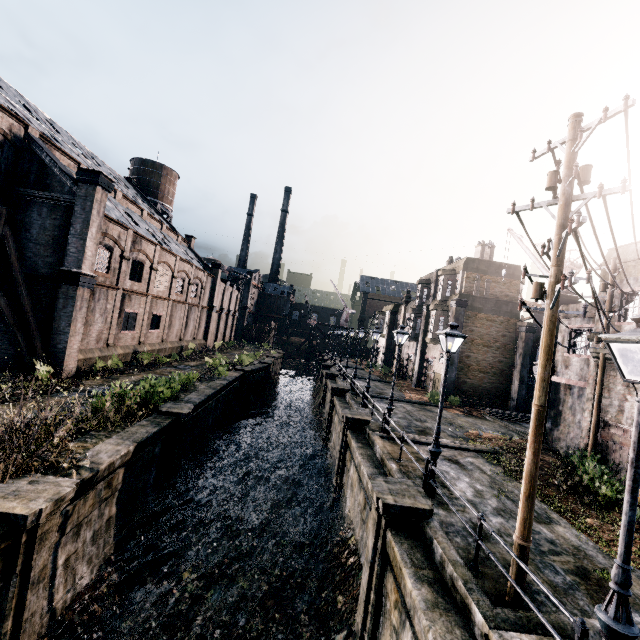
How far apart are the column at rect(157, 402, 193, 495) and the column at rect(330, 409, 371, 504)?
7.9 meters

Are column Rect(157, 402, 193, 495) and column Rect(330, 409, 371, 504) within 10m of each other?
yes

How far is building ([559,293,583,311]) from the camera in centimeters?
1805cm

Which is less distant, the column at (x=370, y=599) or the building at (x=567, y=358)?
the column at (x=370, y=599)

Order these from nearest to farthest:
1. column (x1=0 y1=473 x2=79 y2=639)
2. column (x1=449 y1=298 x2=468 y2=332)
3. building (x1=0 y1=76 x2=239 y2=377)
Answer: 1. column (x1=0 y1=473 x2=79 y2=639)
2. building (x1=0 y1=76 x2=239 y2=377)
3. column (x1=449 y1=298 x2=468 y2=332)

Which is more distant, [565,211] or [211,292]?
[211,292]

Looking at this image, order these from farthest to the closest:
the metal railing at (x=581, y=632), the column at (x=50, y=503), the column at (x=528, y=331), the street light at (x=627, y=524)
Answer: the column at (x=528, y=331)
the column at (x=50, y=503)
the metal railing at (x=581, y=632)
the street light at (x=627, y=524)

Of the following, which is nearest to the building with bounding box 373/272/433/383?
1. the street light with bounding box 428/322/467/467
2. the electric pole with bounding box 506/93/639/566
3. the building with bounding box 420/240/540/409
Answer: the building with bounding box 420/240/540/409
